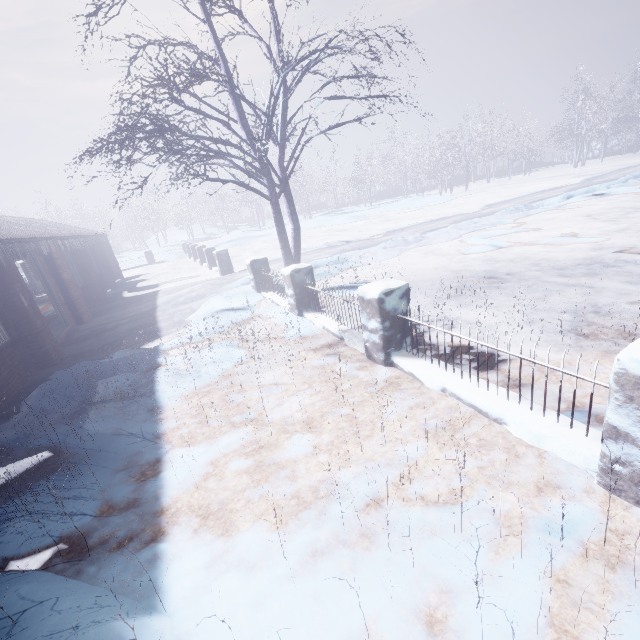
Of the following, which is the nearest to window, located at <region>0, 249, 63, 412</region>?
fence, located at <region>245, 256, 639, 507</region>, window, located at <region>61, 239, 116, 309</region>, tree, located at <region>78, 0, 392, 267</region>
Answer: tree, located at <region>78, 0, 392, 267</region>

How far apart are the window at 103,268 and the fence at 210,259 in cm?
375

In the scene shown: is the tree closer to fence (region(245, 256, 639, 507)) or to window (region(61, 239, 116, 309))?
fence (region(245, 256, 639, 507))

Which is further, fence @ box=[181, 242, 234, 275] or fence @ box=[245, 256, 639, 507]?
fence @ box=[181, 242, 234, 275]

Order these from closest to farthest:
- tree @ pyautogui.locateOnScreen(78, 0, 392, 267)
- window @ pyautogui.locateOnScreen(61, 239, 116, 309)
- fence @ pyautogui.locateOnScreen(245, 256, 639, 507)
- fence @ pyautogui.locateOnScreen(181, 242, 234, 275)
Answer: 1. fence @ pyautogui.locateOnScreen(245, 256, 639, 507)
2. tree @ pyautogui.locateOnScreen(78, 0, 392, 267)
3. window @ pyautogui.locateOnScreen(61, 239, 116, 309)
4. fence @ pyautogui.locateOnScreen(181, 242, 234, 275)

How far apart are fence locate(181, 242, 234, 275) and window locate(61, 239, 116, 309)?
3.75m

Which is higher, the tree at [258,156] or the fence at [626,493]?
the tree at [258,156]

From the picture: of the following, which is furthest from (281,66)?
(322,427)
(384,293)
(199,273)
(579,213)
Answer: (579,213)
